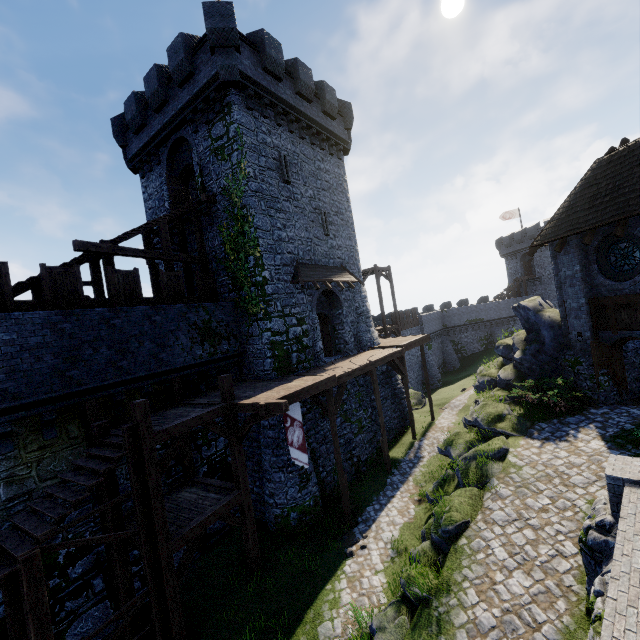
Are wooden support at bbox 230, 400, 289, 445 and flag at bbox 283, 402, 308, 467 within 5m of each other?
yes

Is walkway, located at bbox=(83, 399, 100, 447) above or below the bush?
above

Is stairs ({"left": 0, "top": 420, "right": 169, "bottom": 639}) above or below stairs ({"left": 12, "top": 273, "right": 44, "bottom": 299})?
below

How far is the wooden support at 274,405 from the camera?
10.0 meters

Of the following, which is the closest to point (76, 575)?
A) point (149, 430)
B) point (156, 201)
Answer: point (149, 430)

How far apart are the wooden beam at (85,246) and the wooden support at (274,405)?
7.5m

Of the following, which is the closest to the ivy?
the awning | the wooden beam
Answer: the wooden beam

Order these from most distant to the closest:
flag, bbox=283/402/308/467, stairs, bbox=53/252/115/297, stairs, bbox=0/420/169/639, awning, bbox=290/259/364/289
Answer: awning, bbox=290/259/364/289 < stairs, bbox=53/252/115/297 < flag, bbox=283/402/308/467 < stairs, bbox=0/420/169/639
